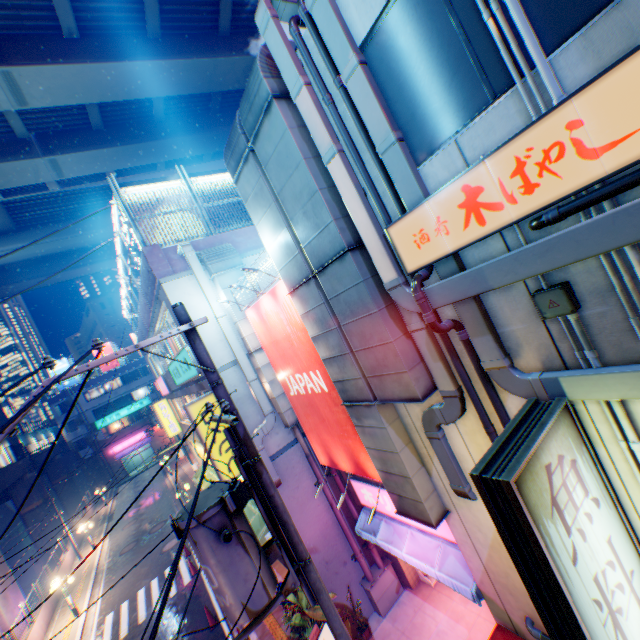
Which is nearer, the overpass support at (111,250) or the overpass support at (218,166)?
the overpass support at (218,166)

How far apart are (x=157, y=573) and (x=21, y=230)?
27.2 meters

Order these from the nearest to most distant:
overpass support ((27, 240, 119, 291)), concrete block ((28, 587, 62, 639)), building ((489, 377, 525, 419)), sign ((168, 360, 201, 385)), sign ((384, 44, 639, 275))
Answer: sign ((384, 44, 639, 275)), building ((489, 377, 525, 419)), sign ((168, 360, 201, 385)), concrete block ((28, 587, 62, 639)), overpass support ((27, 240, 119, 291))

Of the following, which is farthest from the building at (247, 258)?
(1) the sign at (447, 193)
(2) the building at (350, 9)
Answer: (1) the sign at (447, 193)

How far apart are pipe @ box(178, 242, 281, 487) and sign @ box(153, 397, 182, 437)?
15.0m

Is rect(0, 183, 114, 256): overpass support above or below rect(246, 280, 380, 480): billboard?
above

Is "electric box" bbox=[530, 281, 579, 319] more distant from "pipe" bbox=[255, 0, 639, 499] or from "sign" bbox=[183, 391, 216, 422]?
"sign" bbox=[183, 391, 216, 422]

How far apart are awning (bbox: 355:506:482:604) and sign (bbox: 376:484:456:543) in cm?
7
